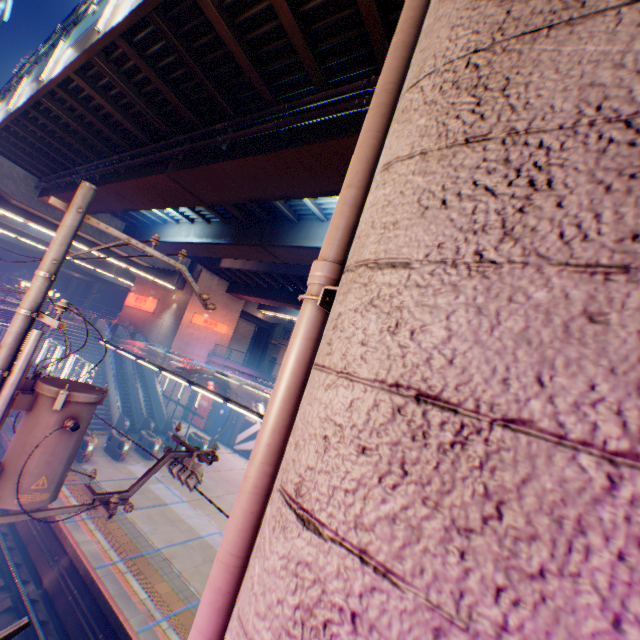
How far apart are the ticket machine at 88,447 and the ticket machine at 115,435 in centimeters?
143cm

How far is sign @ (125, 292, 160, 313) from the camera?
34.2m

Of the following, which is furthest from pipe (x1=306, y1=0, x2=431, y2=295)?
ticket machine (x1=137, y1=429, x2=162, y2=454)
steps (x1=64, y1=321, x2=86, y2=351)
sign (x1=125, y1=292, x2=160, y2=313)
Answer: sign (x1=125, y1=292, x2=160, y2=313)

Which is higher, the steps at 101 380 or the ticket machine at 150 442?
the steps at 101 380

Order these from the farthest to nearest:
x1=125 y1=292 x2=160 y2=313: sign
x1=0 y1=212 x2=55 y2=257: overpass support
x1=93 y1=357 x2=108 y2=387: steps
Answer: x1=125 y1=292 x2=160 y2=313: sign < x1=0 y1=212 x2=55 y2=257: overpass support < x1=93 y1=357 x2=108 y2=387: steps

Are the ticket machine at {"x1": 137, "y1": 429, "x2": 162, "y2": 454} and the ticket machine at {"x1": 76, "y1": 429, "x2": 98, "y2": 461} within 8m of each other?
yes

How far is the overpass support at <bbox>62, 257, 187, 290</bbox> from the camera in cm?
2831

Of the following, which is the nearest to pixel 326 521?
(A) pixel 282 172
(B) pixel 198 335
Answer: (A) pixel 282 172
